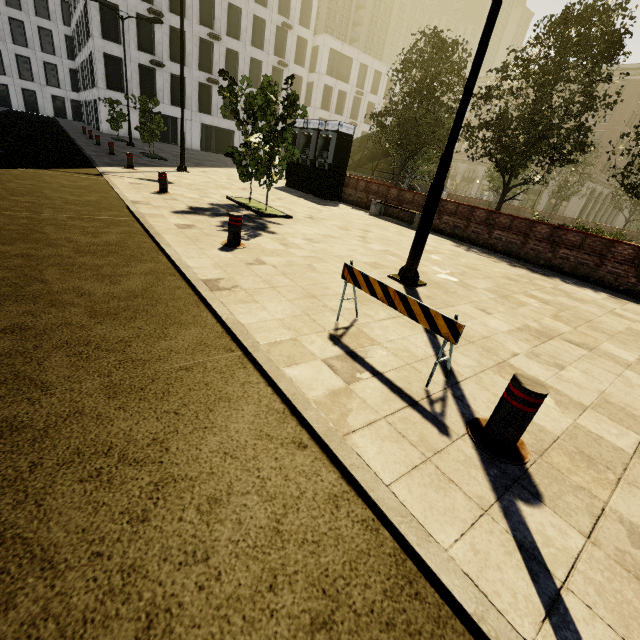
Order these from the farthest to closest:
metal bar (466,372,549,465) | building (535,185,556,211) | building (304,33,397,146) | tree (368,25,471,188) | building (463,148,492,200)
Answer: building (463,148,492,200)
building (535,185,556,211)
building (304,33,397,146)
tree (368,25,471,188)
metal bar (466,372,549,465)

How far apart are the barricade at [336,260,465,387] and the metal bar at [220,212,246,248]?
2.8 meters

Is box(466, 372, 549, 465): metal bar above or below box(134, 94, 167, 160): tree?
below

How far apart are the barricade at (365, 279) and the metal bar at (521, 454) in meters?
0.4

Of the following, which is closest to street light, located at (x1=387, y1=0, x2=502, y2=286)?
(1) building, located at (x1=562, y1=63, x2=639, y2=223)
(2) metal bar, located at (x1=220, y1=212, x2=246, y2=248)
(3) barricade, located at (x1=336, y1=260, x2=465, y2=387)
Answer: (3) barricade, located at (x1=336, y1=260, x2=465, y2=387)

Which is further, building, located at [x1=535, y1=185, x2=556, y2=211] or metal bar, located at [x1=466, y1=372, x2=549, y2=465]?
building, located at [x1=535, y1=185, x2=556, y2=211]

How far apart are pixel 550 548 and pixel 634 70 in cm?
6521

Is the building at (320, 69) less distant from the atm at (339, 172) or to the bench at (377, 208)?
the atm at (339, 172)
